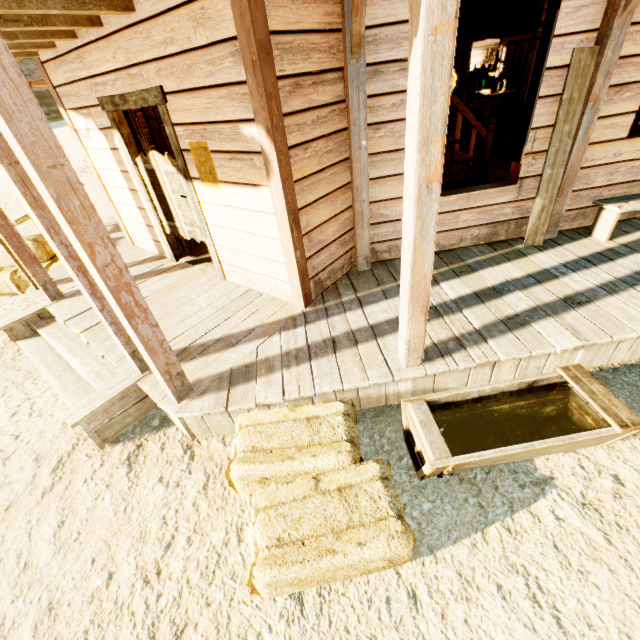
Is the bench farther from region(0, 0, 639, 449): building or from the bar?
the bar

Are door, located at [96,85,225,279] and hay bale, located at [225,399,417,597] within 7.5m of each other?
yes

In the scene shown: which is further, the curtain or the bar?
the bar

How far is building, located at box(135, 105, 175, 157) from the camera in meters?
5.4

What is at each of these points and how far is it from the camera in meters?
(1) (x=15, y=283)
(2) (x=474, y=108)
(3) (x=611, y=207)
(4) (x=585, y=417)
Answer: (1) hay bale, 5.8 m
(2) bar, 7.5 m
(3) bench, 3.9 m
(4) trough, 2.5 m

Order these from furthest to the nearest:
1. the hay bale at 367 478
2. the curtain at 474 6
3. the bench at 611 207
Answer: the bench at 611 207, the curtain at 474 6, the hay bale at 367 478

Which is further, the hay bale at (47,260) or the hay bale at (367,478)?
the hay bale at (47,260)

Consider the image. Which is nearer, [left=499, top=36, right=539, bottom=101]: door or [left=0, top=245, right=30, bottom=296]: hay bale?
[left=0, top=245, right=30, bottom=296]: hay bale
